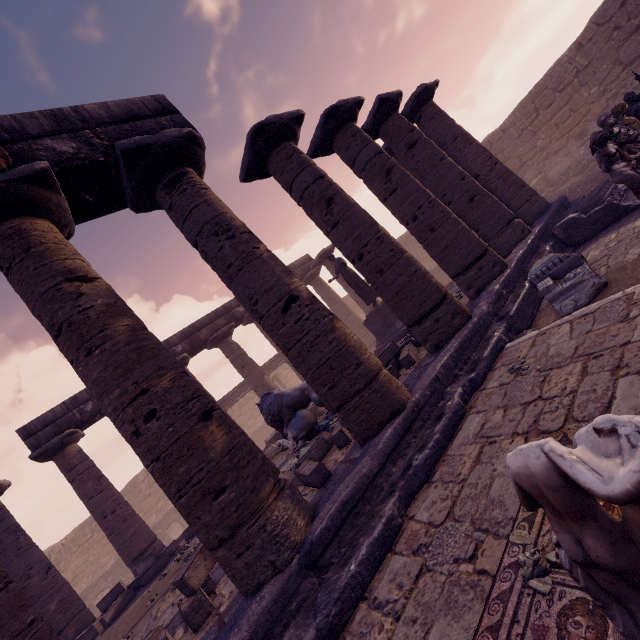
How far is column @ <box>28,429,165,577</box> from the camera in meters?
10.6 m

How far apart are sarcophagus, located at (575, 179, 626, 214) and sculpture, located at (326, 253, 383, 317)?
5.91m

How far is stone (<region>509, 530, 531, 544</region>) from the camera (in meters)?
2.22

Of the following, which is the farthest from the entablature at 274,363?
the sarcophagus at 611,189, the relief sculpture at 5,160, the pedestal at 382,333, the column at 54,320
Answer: the sarcophagus at 611,189

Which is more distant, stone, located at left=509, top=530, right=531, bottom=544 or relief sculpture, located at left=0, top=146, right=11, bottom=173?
relief sculpture, located at left=0, top=146, right=11, bottom=173

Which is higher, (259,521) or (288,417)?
(288,417)

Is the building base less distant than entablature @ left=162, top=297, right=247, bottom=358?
Yes

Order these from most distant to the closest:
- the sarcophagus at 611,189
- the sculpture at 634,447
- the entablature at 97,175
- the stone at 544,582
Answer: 1. the sarcophagus at 611,189
2. the entablature at 97,175
3. the stone at 544,582
4. the sculpture at 634,447
